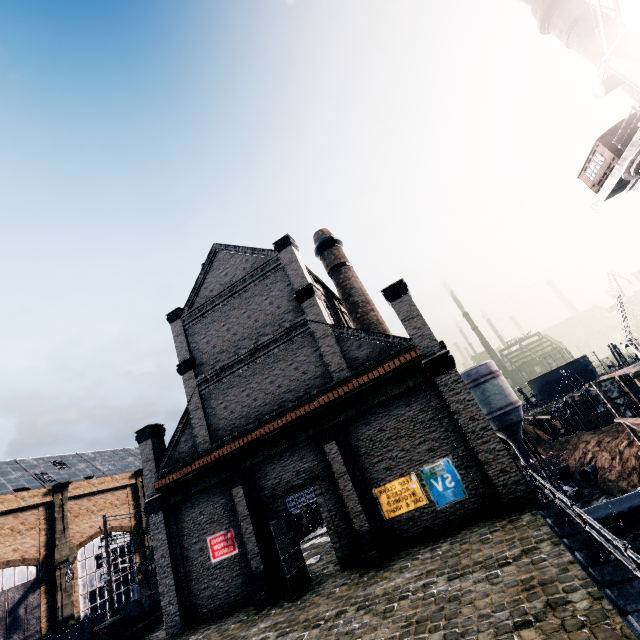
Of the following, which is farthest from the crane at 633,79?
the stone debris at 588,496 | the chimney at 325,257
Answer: the stone debris at 588,496

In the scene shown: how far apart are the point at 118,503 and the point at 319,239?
50.5m

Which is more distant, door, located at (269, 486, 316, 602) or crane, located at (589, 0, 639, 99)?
crane, located at (589, 0, 639, 99)

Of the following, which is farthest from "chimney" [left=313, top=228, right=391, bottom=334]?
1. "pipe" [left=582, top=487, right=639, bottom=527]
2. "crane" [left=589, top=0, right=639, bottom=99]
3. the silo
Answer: "crane" [left=589, top=0, right=639, bottom=99]

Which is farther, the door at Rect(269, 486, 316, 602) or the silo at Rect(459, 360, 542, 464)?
the silo at Rect(459, 360, 542, 464)

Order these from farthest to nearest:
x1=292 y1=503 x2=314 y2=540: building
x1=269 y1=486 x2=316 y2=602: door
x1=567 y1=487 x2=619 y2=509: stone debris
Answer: x1=567 y1=487 x2=619 y2=509: stone debris
x1=292 y1=503 x2=314 y2=540: building
x1=269 y1=486 x2=316 y2=602: door

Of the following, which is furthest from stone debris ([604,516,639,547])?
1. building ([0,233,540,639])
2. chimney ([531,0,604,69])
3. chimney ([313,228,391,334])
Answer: chimney ([531,0,604,69])

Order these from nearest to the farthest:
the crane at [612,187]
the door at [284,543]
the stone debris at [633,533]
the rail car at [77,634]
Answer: the door at [284,543], the crane at [612,187], the stone debris at [633,533], the rail car at [77,634]
